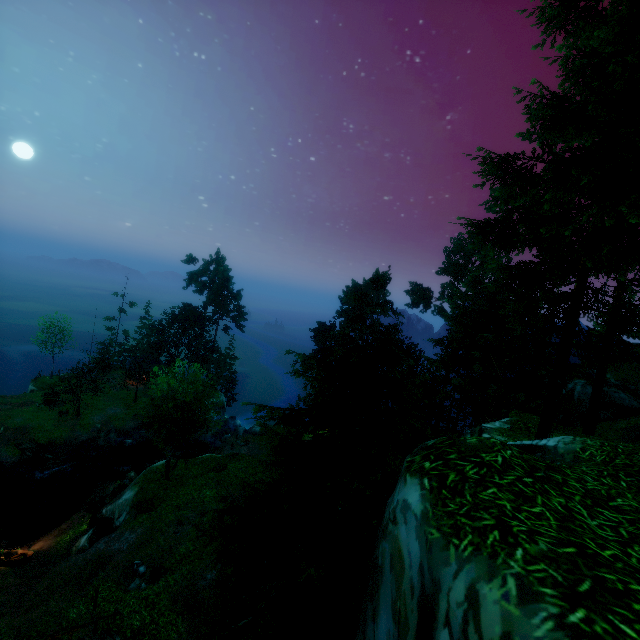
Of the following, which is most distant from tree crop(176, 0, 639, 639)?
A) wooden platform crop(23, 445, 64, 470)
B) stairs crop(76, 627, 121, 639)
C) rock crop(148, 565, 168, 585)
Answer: stairs crop(76, 627, 121, 639)

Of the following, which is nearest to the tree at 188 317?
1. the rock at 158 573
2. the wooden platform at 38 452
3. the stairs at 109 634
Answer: the wooden platform at 38 452

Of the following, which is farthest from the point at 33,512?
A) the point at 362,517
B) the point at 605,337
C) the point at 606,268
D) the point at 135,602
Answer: the point at 606,268

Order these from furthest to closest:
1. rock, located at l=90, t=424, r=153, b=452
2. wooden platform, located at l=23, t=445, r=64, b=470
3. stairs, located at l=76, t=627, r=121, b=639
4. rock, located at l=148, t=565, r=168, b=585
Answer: rock, located at l=90, t=424, r=153, b=452
wooden platform, located at l=23, t=445, r=64, b=470
rock, located at l=148, t=565, r=168, b=585
stairs, located at l=76, t=627, r=121, b=639

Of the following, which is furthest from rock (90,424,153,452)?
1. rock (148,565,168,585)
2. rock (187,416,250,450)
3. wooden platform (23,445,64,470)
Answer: rock (148,565,168,585)

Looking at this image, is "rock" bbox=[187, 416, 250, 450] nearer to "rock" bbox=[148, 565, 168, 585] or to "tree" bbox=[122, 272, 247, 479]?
"tree" bbox=[122, 272, 247, 479]

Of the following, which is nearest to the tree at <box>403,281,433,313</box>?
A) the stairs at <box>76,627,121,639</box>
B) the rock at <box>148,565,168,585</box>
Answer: the rock at <box>148,565,168,585</box>

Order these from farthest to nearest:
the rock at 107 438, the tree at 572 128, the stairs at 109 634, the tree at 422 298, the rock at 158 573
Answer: the tree at 422 298
the rock at 107 438
the rock at 158 573
the stairs at 109 634
the tree at 572 128
